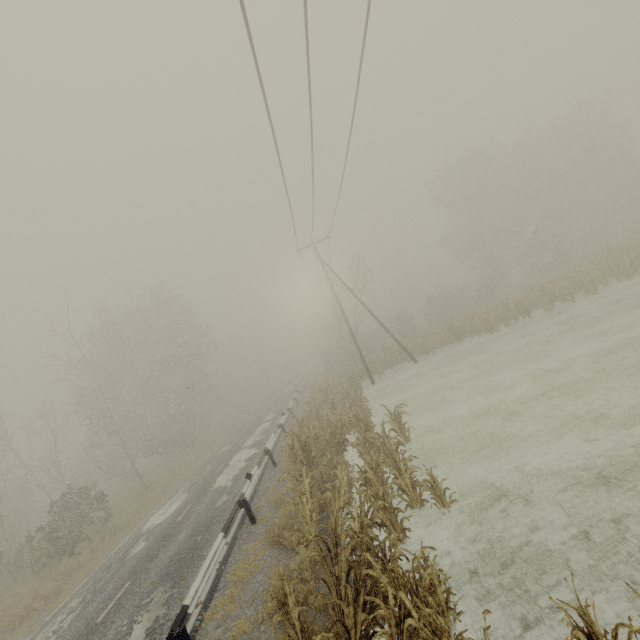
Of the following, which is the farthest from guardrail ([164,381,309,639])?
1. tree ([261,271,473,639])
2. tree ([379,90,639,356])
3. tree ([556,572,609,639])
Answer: tree ([379,90,639,356])

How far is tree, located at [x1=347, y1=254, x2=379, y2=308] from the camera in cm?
3175

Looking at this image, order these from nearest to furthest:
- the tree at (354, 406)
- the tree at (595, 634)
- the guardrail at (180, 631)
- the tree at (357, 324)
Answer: the tree at (595, 634) → the tree at (354, 406) → the guardrail at (180, 631) → the tree at (357, 324)

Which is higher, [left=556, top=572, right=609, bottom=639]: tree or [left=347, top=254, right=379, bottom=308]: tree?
[left=347, top=254, right=379, bottom=308]: tree

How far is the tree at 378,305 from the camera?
31.8m

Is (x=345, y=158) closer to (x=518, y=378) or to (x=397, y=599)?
(x=518, y=378)

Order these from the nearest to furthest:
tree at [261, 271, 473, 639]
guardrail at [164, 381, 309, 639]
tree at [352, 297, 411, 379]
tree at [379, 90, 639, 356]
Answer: tree at [261, 271, 473, 639] < guardrail at [164, 381, 309, 639] < tree at [379, 90, 639, 356] < tree at [352, 297, 411, 379]
